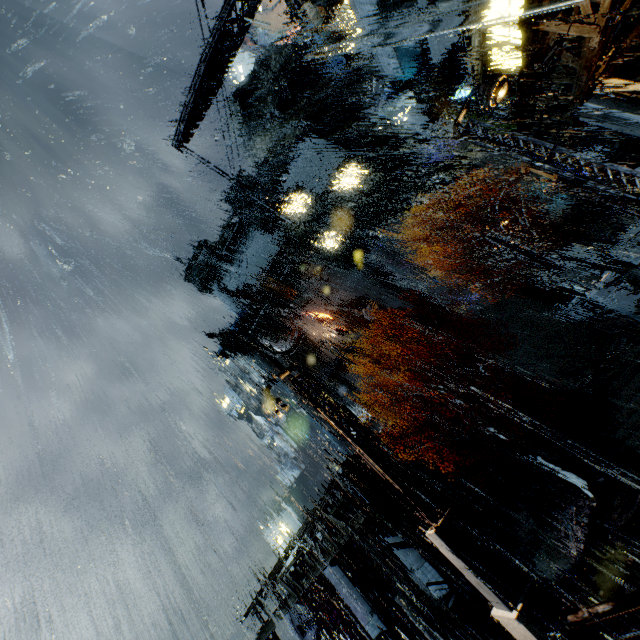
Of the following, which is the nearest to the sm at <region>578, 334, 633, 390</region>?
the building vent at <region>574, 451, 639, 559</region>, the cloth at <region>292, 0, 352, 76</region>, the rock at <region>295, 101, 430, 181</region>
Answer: the building vent at <region>574, 451, 639, 559</region>

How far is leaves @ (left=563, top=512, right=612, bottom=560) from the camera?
13.75m

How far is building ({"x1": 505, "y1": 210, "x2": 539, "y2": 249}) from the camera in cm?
2788

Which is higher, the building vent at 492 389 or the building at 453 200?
the building at 453 200

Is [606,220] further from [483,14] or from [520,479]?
[520,479]

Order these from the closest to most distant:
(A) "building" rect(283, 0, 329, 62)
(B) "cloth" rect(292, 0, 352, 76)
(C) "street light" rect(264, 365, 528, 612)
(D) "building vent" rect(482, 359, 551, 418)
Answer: (C) "street light" rect(264, 365, 528, 612) < (B) "cloth" rect(292, 0, 352, 76) < (D) "building vent" rect(482, 359, 551, 418) < (A) "building" rect(283, 0, 329, 62)

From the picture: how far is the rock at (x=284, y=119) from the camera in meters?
56.3 m

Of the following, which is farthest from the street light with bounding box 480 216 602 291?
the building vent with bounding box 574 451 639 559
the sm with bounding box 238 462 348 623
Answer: the sm with bounding box 238 462 348 623
